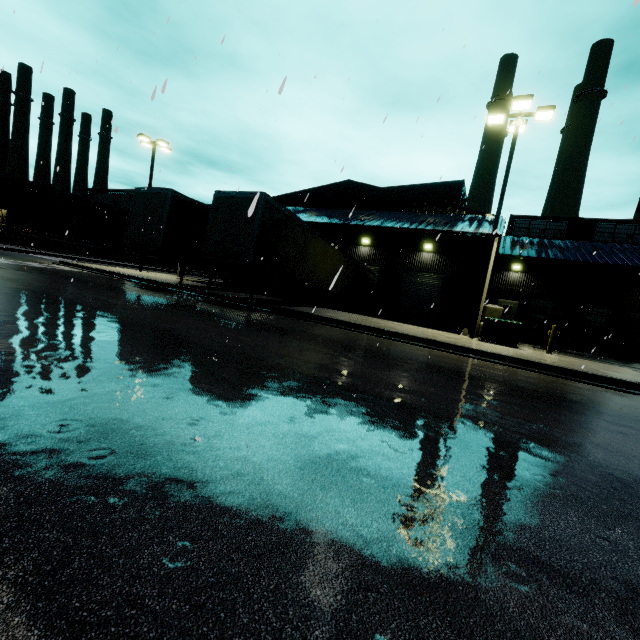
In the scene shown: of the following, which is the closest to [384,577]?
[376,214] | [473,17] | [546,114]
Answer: [473,17]

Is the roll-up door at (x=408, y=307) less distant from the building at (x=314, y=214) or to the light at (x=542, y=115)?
the building at (x=314, y=214)

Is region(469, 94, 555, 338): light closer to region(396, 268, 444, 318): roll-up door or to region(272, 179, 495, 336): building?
region(272, 179, 495, 336): building

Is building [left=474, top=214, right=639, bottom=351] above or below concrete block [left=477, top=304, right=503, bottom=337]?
above

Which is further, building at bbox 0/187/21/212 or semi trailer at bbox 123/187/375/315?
building at bbox 0/187/21/212

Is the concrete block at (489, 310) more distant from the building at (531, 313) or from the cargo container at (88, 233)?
the cargo container at (88, 233)

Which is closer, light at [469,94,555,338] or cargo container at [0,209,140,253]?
light at [469,94,555,338]

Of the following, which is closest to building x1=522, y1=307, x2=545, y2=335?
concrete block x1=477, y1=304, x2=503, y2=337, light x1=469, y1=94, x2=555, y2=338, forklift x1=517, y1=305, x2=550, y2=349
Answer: concrete block x1=477, y1=304, x2=503, y2=337
